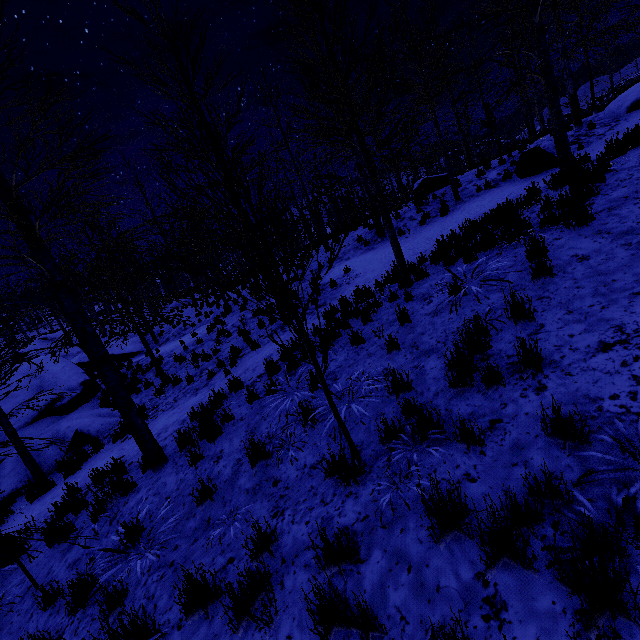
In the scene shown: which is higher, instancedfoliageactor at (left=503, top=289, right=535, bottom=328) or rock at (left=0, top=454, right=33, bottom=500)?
instancedfoliageactor at (left=503, top=289, right=535, bottom=328)

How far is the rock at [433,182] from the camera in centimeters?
1517cm

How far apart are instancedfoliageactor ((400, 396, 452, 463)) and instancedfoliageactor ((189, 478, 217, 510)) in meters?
3.0

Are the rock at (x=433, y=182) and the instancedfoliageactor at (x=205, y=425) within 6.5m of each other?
no

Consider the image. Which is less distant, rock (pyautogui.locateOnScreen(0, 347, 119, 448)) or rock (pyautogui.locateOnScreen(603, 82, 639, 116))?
rock (pyautogui.locateOnScreen(0, 347, 119, 448))

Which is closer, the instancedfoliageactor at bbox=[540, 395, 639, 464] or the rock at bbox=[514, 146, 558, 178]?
the instancedfoliageactor at bbox=[540, 395, 639, 464]

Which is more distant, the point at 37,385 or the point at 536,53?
the point at 37,385

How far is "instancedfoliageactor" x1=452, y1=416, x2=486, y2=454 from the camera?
2.8 meters
